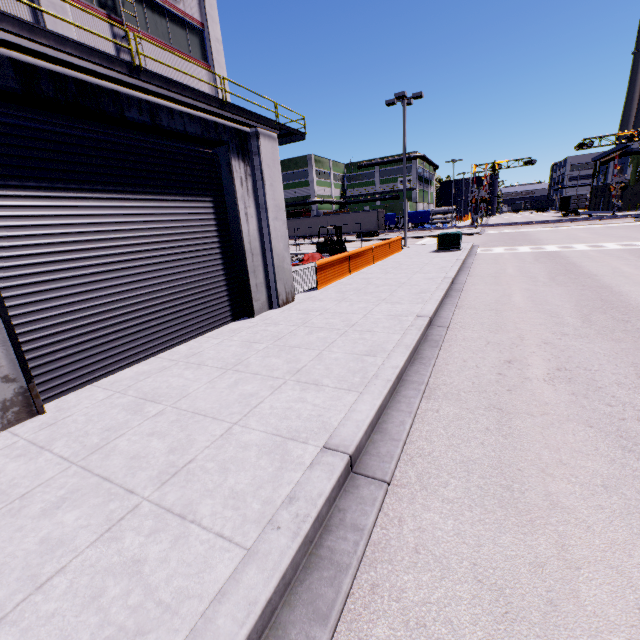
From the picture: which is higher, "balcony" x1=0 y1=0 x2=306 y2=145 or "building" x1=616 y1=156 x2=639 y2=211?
"balcony" x1=0 y1=0 x2=306 y2=145

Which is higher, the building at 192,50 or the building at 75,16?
the building at 192,50

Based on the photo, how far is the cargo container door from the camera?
54.3 meters

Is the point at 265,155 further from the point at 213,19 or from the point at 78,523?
the point at 213,19

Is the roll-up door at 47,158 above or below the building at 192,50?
below

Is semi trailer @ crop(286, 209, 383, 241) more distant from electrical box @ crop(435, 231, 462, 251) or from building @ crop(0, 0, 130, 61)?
electrical box @ crop(435, 231, 462, 251)

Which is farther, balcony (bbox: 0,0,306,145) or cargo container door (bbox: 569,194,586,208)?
cargo container door (bbox: 569,194,586,208)

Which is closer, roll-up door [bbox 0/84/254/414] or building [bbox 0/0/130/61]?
roll-up door [bbox 0/84/254/414]
